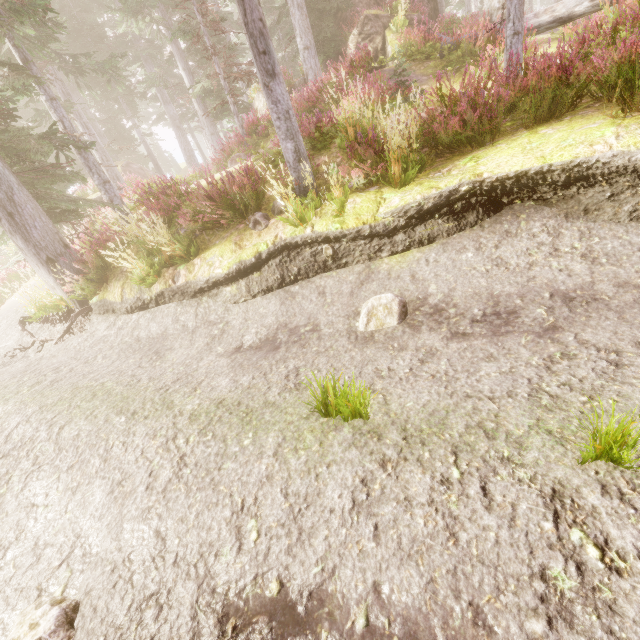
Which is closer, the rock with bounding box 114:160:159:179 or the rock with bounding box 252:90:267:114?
the rock with bounding box 252:90:267:114

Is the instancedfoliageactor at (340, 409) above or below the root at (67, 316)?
below

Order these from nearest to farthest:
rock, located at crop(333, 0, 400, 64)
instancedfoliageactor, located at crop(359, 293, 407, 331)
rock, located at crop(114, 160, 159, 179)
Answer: instancedfoliageactor, located at crop(359, 293, 407, 331)
rock, located at crop(333, 0, 400, 64)
rock, located at crop(114, 160, 159, 179)

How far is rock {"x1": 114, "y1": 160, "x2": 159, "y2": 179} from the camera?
22.5m

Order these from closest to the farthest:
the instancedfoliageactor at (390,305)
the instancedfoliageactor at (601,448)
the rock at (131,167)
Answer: the instancedfoliageactor at (601,448) → the instancedfoliageactor at (390,305) → the rock at (131,167)

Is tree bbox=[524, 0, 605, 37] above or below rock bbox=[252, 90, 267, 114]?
below

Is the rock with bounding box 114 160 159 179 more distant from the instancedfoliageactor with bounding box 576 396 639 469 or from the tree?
the tree

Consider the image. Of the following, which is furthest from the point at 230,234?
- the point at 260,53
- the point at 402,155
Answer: the point at 402,155
